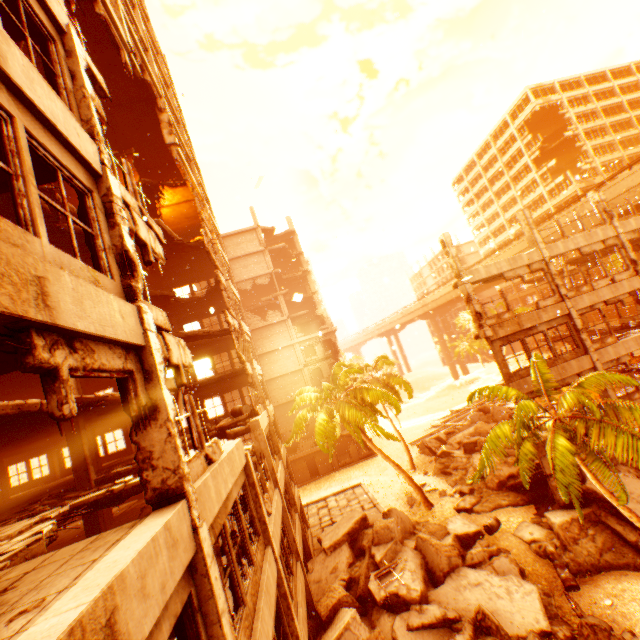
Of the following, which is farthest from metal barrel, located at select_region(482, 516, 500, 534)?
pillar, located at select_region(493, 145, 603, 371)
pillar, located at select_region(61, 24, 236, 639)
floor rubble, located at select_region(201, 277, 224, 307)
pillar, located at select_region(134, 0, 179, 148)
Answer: pillar, located at select_region(134, 0, 179, 148)

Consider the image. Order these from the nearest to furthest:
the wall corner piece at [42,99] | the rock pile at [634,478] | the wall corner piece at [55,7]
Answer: the wall corner piece at [42,99] < the wall corner piece at [55,7] < the rock pile at [634,478]

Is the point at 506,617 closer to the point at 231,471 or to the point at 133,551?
the point at 231,471

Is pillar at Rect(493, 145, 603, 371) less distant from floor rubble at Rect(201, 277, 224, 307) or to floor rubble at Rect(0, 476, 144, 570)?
floor rubble at Rect(0, 476, 144, 570)

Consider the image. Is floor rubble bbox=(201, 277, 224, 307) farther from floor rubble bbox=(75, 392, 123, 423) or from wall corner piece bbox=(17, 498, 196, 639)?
wall corner piece bbox=(17, 498, 196, 639)

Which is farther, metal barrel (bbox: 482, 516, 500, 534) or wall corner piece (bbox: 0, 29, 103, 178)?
metal barrel (bbox: 482, 516, 500, 534)

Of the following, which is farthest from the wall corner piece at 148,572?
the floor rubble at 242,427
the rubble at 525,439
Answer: the floor rubble at 242,427

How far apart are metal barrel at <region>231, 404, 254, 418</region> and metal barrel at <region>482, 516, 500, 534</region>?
13.1m
